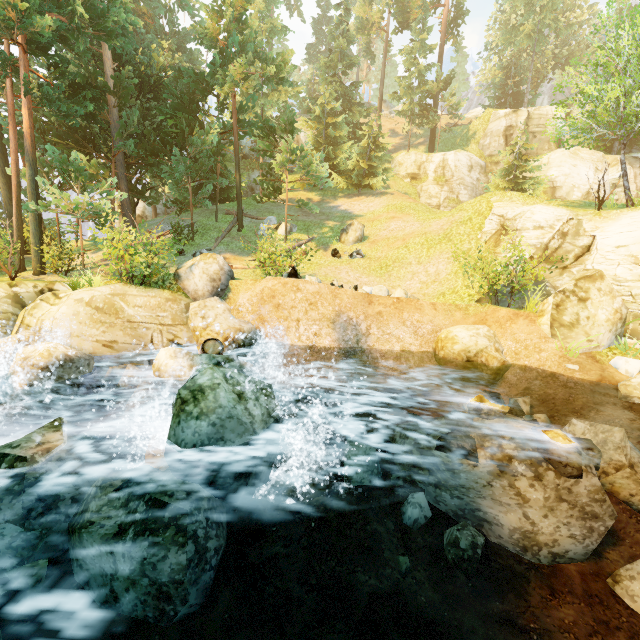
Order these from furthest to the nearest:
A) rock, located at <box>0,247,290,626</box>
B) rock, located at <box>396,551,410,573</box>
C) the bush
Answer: the bush → rock, located at <box>396,551,410,573</box> → rock, located at <box>0,247,290,626</box>

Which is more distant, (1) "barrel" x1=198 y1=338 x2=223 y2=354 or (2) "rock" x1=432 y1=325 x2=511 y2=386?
(2) "rock" x1=432 y1=325 x2=511 y2=386

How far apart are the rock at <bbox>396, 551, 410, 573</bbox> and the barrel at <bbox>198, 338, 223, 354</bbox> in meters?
6.5

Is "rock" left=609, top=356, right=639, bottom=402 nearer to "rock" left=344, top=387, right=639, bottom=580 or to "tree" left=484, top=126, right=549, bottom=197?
"rock" left=344, top=387, right=639, bottom=580

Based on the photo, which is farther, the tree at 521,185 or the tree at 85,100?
the tree at 521,185

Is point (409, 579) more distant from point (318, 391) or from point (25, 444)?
point (25, 444)

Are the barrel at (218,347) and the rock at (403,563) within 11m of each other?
yes

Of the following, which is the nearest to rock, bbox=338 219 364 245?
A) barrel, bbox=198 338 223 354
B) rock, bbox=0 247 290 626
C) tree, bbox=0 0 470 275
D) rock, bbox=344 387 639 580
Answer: tree, bbox=0 0 470 275
